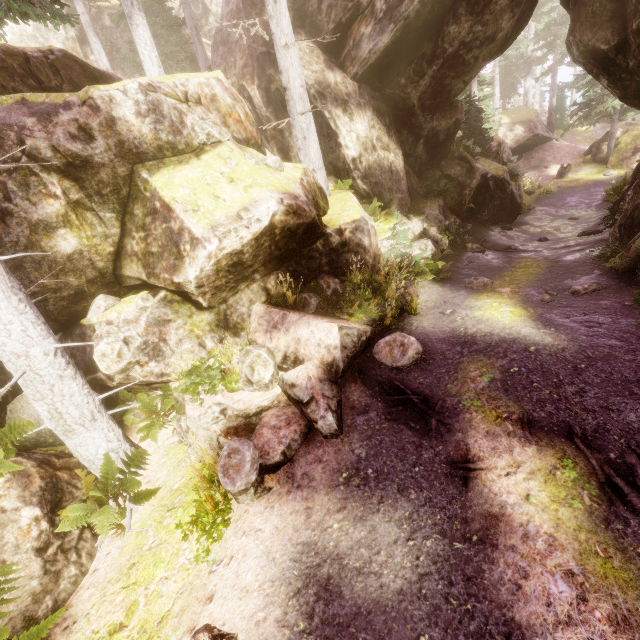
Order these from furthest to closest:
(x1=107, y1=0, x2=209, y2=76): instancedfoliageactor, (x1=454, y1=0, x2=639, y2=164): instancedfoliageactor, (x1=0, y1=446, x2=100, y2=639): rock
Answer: (x1=454, y1=0, x2=639, y2=164): instancedfoliageactor, (x1=107, y1=0, x2=209, y2=76): instancedfoliageactor, (x1=0, y1=446, x2=100, y2=639): rock

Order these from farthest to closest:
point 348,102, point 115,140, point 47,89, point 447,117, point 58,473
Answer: point 447,117, point 348,102, point 47,89, point 115,140, point 58,473

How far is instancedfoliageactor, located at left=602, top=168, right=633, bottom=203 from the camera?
15.5m

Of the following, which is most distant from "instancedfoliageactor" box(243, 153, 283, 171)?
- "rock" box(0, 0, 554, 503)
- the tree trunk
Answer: the tree trunk

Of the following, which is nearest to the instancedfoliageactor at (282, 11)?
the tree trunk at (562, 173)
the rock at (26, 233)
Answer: the rock at (26, 233)

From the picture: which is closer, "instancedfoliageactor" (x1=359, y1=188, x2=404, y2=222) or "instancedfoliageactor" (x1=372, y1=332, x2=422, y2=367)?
"instancedfoliageactor" (x1=372, y1=332, x2=422, y2=367)

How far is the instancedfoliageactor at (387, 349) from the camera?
6.8 meters
